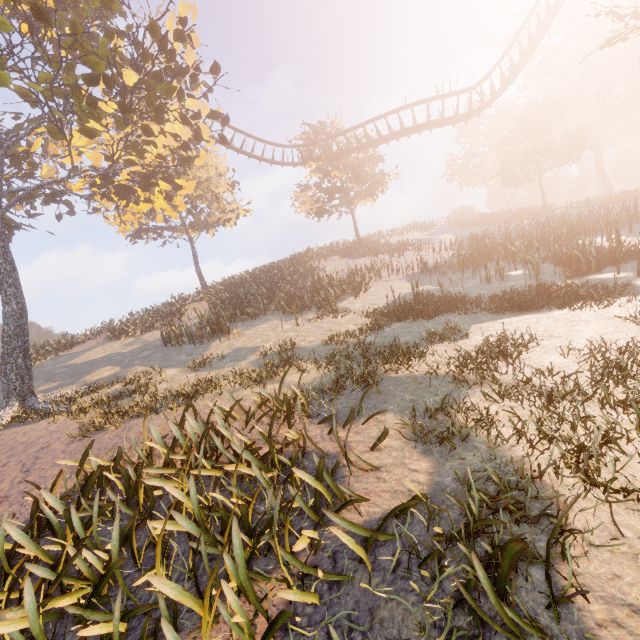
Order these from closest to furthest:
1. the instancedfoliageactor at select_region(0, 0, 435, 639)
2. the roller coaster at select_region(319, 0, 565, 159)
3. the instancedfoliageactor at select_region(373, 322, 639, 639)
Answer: the instancedfoliageactor at select_region(373, 322, 639, 639) < the instancedfoliageactor at select_region(0, 0, 435, 639) < the roller coaster at select_region(319, 0, 565, 159)

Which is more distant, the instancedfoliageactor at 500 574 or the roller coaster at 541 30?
the roller coaster at 541 30

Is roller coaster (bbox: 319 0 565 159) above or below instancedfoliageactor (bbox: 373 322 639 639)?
above

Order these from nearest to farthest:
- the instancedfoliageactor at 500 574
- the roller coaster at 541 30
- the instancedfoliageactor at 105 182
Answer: the instancedfoliageactor at 500 574
the instancedfoliageactor at 105 182
the roller coaster at 541 30

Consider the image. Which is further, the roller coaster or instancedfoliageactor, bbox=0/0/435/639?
the roller coaster

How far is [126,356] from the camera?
15.71m
